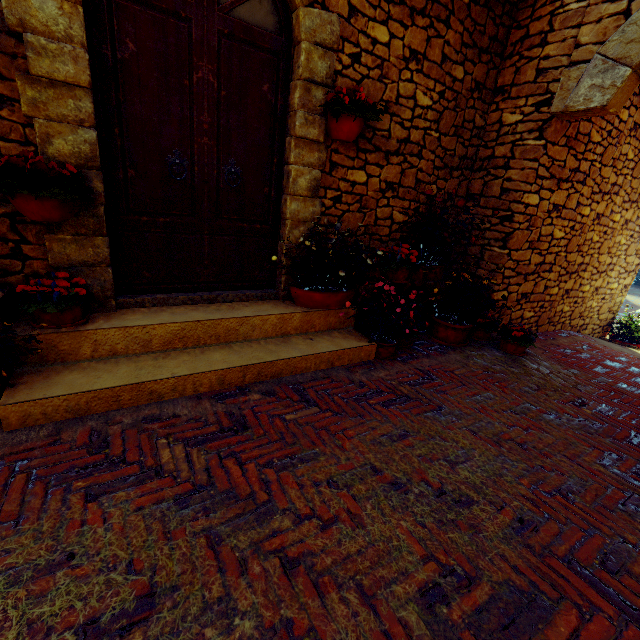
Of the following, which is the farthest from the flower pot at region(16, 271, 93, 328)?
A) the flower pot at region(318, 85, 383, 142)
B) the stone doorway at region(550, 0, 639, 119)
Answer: the stone doorway at region(550, 0, 639, 119)

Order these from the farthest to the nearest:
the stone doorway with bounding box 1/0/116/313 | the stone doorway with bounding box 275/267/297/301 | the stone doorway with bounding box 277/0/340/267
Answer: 1. the stone doorway with bounding box 275/267/297/301
2. the stone doorway with bounding box 277/0/340/267
3. the stone doorway with bounding box 1/0/116/313

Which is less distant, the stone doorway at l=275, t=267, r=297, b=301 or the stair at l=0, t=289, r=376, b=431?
the stair at l=0, t=289, r=376, b=431

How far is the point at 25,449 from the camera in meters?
1.8 m

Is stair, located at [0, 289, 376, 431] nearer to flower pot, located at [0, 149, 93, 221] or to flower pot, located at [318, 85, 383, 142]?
flower pot, located at [0, 149, 93, 221]

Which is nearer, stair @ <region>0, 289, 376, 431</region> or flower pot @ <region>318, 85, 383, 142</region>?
stair @ <region>0, 289, 376, 431</region>

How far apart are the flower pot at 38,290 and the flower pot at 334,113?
2.5m

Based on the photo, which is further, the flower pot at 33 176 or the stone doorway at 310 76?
the stone doorway at 310 76
